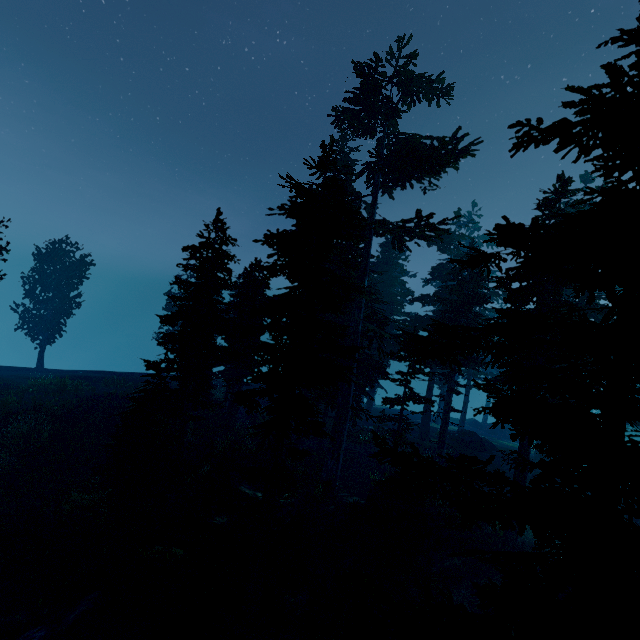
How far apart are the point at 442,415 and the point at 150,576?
19.82m

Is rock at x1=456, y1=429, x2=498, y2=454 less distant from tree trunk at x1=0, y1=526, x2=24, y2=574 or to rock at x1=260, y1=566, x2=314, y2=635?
rock at x1=260, y1=566, x2=314, y2=635

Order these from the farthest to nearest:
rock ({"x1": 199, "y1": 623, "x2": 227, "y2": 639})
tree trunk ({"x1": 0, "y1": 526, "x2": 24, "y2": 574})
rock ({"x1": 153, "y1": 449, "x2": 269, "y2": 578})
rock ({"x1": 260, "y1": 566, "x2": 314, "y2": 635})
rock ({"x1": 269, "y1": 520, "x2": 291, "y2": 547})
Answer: rock ({"x1": 269, "y1": 520, "x2": 291, "y2": 547}) < rock ({"x1": 153, "y1": 449, "x2": 269, "y2": 578}) < tree trunk ({"x1": 0, "y1": 526, "x2": 24, "y2": 574}) < rock ({"x1": 260, "y1": 566, "x2": 314, "y2": 635}) < rock ({"x1": 199, "y1": 623, "x2": 227, "y2": 639})

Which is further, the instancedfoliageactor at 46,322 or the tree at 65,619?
the instancedfoliageactor at 46,322

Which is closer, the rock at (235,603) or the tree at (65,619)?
the tree at (65,619)

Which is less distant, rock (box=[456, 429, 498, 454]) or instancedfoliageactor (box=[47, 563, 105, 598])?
instancedfoliageactor (box=[47, 563, 105, 598])

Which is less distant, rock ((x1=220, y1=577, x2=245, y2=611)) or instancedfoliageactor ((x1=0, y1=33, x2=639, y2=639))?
instancedfoliageactor ((x1=0, y1=33, x2=639, y2=639))

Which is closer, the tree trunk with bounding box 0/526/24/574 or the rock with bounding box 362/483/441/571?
the tree trunk with bounding box 0/526/24/574
